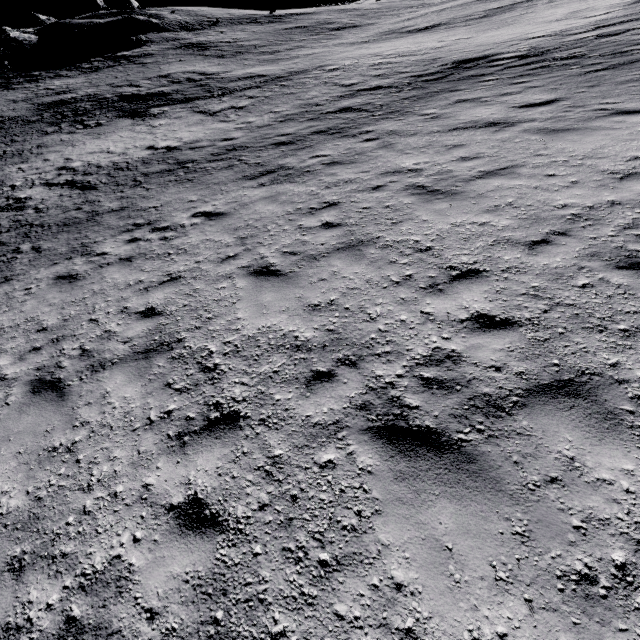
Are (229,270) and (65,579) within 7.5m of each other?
yes
